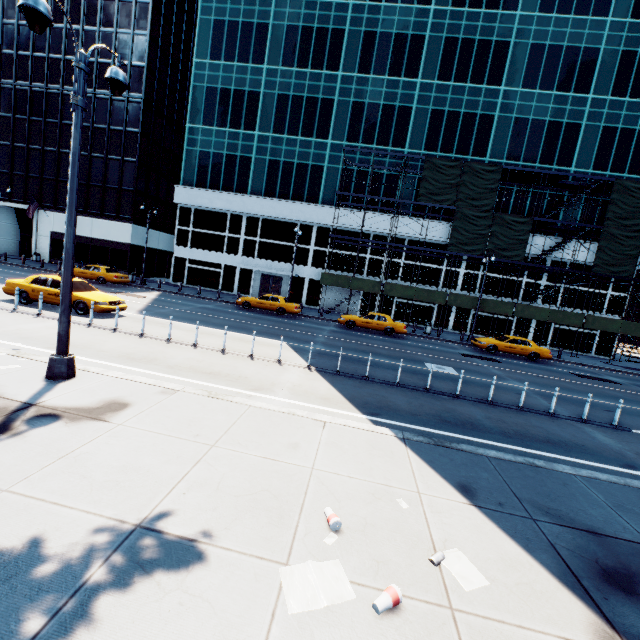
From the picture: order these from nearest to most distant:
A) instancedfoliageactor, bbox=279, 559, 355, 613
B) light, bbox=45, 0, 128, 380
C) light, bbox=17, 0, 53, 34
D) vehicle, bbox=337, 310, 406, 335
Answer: instancedfoliageactor, bbox=279, 559, 355, 613
light, bbox=17, 0, 53, 34
light, bbox=45, 0, 128, 380
vehicle, bbox=337, 310, 406, 335

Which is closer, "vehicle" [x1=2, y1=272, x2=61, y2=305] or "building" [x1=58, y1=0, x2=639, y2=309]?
"vehicle" [x1=2, y1=272, x2=61, y2=305]

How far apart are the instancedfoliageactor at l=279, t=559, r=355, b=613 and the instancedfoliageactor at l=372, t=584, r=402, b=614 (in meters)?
0.18

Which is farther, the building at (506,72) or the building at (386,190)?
the building at (386,190)

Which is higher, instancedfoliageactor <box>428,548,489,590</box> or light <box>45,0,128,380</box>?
light <box>45,0,128,380</box>

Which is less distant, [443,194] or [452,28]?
[443,194]

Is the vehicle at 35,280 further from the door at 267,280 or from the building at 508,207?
the door at 267,280

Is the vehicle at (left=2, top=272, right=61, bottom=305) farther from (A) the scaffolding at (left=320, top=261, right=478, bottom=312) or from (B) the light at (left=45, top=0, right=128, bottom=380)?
(A) the scaffolding at (left=320, top=261, right=478, bottom=312)
